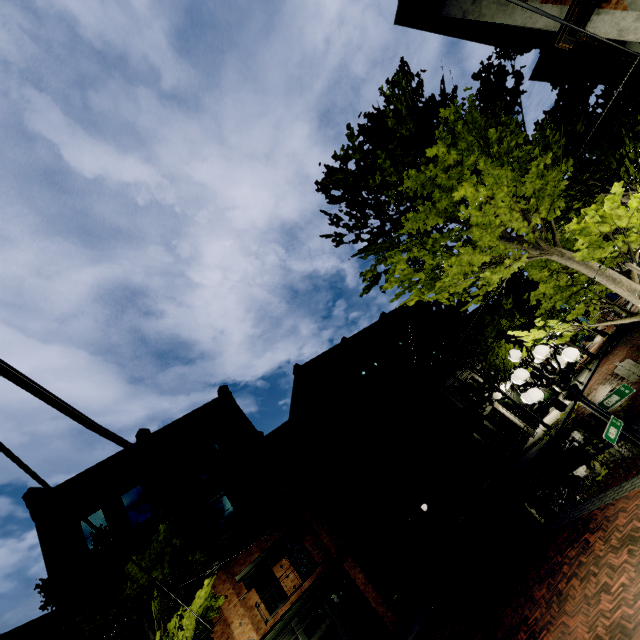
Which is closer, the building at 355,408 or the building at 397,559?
the building at 397,559

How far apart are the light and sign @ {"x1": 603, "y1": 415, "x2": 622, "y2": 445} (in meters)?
0.10

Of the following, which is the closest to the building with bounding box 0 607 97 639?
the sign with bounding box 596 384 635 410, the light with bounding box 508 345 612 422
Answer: the light with bounding box 508 345 612 422

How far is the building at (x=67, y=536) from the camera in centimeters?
1412cm

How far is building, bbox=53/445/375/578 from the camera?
15.4 meters

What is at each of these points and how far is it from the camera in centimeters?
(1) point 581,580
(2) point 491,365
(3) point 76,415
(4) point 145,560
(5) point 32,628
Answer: (1) z, 696cm
(2) tree, 1906cm
(3) power line, 185cm
(4) tree, 1120cm
(5) building, 1164cm

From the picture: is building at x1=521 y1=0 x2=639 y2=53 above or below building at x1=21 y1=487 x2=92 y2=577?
below

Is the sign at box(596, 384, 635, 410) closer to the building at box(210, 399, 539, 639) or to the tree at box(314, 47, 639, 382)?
the tree at box(314, 47, 639, 382)
